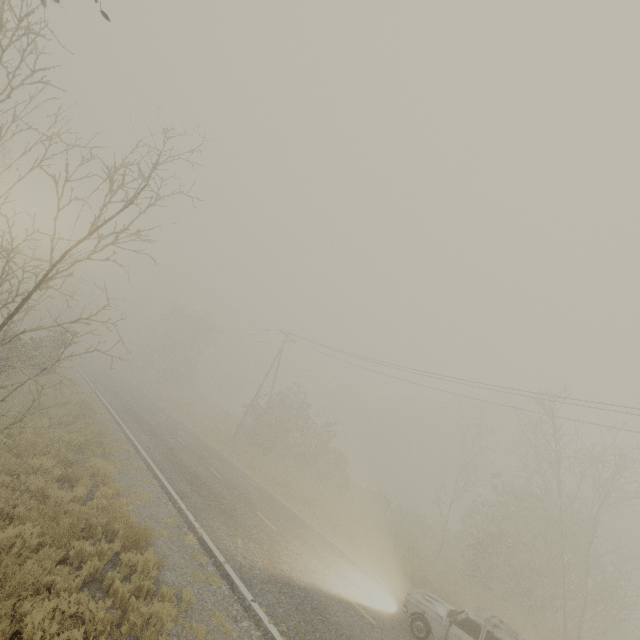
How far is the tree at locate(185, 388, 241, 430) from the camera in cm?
4038

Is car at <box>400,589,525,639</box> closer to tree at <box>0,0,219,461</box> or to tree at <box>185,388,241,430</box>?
tree at <box>0,0,219,461</box>

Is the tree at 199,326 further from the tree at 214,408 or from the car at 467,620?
the car at 467,620

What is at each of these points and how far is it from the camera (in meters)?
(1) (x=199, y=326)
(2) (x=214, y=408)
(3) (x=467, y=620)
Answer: (1) tree, 53.12
(2) tree, 46.69
(3) car, 10.05

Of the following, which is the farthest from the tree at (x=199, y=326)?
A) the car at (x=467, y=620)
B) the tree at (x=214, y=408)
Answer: the car at (x=467, y=620)

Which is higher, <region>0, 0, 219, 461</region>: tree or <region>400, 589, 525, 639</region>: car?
<region>0, 0, 219, 461</region>: tree
